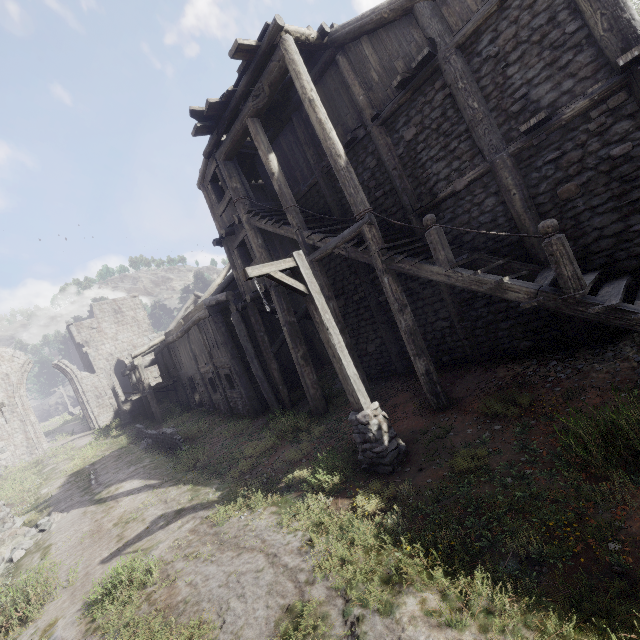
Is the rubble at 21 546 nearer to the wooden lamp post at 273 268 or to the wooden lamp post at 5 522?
the wooden lamp post at 5 522

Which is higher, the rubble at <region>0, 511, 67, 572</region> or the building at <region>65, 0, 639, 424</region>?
the building at <region>65, 0, 639, 424</region>

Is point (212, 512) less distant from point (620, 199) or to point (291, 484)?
point (291, 484)

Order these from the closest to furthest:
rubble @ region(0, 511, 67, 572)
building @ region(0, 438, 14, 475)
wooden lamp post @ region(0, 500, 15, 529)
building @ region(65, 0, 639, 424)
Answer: building @ region(65, 0, 639, 424), rubble @ region(0, 511, 67, 572), wooden lamp post @ region(0, 500, 15, 529), building @ region(0, 438, 14, 475)

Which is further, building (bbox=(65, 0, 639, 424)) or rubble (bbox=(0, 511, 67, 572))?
rubble (bbox=(0, 511, 67, 572))

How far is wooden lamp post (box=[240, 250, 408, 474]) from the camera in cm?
627

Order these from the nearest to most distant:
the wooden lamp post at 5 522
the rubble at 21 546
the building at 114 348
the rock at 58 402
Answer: the building at 114 348 < the rubble at 21 546 < the wooden lamp post at 5 522 < the rock at 58 402

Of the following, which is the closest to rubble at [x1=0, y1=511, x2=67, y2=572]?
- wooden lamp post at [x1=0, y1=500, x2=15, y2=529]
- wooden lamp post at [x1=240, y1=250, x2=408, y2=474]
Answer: wooden lamp post at [x1=0, y1=500, x2=15, y2=529]
